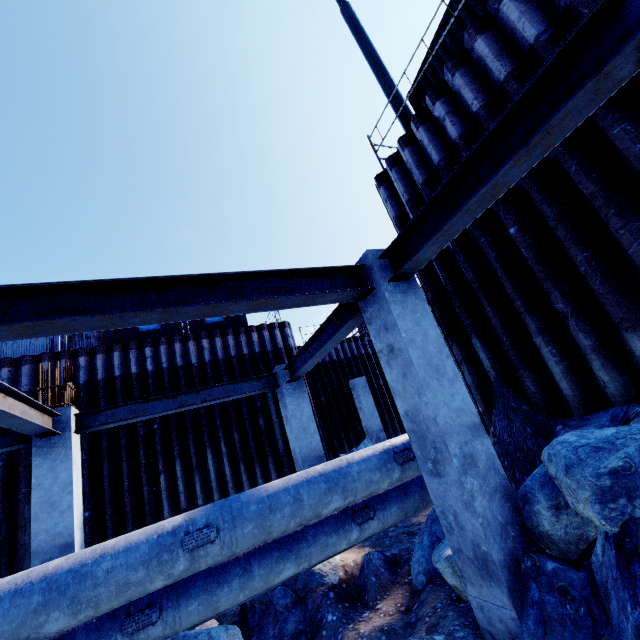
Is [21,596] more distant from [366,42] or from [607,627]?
[366,42]

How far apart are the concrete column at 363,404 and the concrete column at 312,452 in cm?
619

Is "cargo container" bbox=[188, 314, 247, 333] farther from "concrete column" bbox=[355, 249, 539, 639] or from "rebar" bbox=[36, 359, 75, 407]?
"concrete column" bbox=[355, 249, 539, 639]

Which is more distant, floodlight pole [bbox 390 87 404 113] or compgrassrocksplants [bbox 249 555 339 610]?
floodlight pole [bbox 390 87 404 113]

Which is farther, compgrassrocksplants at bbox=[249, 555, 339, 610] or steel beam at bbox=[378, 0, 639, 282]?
compgrassrocksplants at bbox=[249, 555, 339, 610]

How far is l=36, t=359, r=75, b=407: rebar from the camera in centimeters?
650cm

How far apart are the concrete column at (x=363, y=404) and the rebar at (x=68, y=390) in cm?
1041

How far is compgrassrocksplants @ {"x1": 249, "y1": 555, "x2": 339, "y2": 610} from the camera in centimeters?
567cm
